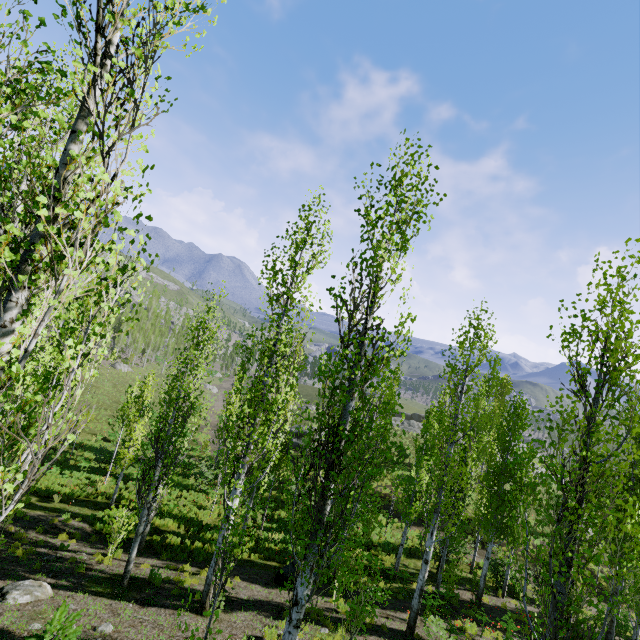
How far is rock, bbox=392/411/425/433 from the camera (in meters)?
49.30

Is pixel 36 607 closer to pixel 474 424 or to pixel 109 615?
pixel 109 615

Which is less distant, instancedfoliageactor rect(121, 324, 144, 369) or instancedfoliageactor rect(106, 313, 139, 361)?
instancedfoliageactor rect(106, 313, 139, 361)

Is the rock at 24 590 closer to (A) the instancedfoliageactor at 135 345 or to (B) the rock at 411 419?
(A) the instancedfoliageactor at 135 345

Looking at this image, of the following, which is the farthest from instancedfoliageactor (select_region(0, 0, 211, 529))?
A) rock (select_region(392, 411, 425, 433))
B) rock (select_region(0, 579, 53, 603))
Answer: rock (select_region(0, 579, 53, 603))

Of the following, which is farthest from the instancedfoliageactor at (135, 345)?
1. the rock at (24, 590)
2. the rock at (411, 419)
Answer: the rock at (24, 590)
